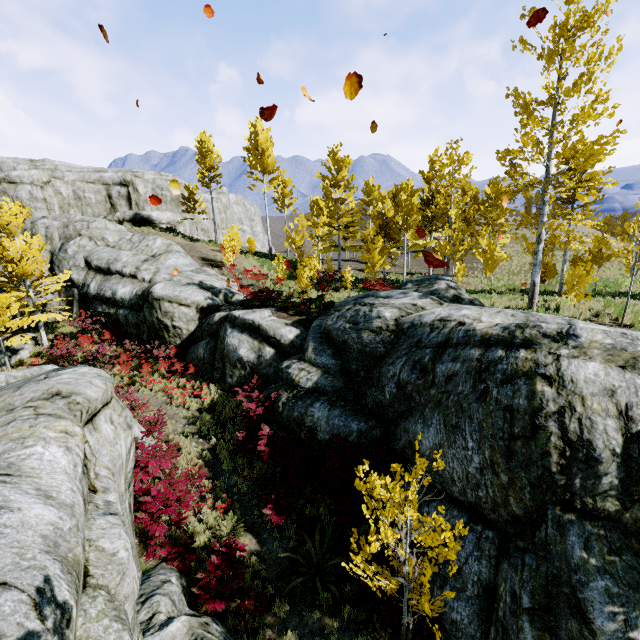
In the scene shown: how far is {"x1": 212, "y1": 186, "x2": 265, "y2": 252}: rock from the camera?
44.0m

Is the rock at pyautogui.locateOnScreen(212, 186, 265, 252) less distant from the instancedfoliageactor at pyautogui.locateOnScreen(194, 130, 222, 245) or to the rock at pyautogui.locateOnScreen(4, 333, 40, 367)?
the instancedfoliageactor at pyautogui.locateOnScreen(194, 130, 222, 245)

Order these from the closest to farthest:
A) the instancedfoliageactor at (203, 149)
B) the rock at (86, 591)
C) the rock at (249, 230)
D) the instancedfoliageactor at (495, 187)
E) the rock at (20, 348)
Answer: the rock at (86, 591)
the instancedfoliageactor at (495, 187)
the rock at (20, 348)
the instancedfoliageactor at (203, 149)
the rock at (249, 230)

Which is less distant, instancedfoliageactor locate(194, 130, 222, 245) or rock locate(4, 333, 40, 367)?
rock locate(4, 333, 40, 367)

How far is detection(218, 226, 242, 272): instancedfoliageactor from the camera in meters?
23.0

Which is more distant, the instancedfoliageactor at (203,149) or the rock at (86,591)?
the instancedfoliageactor at (203,149)

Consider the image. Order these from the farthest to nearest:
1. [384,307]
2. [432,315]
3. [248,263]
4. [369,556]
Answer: [248,263]
[384,307]
[432,315]
[369,556]
